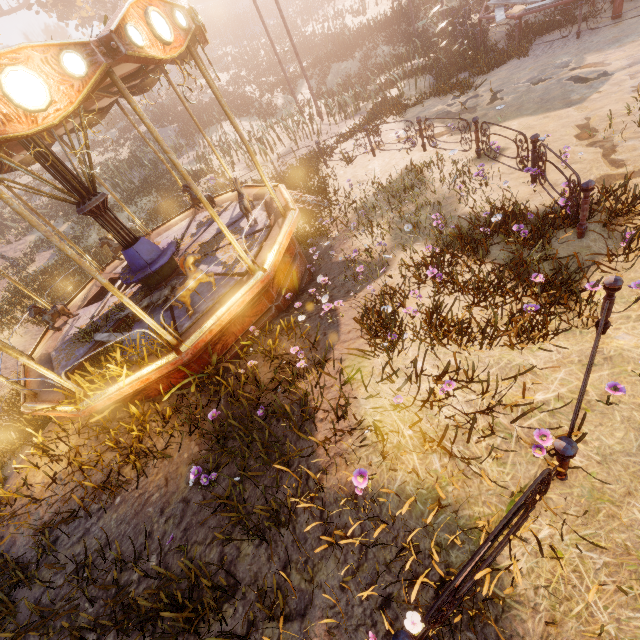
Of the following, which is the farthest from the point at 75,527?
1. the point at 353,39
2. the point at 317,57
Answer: the point at 353,39

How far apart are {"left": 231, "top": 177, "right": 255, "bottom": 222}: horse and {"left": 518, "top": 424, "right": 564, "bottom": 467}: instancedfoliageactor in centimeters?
684cm

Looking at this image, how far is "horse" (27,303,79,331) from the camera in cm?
773

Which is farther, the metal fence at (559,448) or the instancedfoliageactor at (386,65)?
the instancedfoliageactor at (386,65)

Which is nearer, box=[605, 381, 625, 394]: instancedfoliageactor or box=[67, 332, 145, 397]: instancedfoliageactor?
box=[605, 381, 625, 394]: instancedfoliageactor

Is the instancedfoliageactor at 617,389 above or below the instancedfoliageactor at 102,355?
below

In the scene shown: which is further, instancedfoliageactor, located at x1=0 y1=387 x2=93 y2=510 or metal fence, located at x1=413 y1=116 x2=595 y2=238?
instancedfoliageactor, located at x1=0 y1=387 x2=93 y2=510

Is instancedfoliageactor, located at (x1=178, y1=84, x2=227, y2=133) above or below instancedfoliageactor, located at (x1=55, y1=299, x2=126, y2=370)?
above
